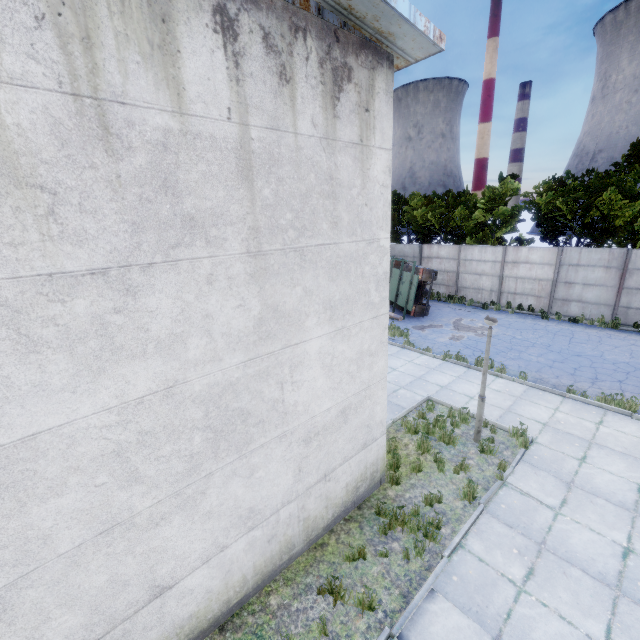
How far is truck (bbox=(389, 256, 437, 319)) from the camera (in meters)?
17.77

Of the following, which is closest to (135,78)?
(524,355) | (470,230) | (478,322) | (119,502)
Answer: (119,502)

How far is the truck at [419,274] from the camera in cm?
1777
